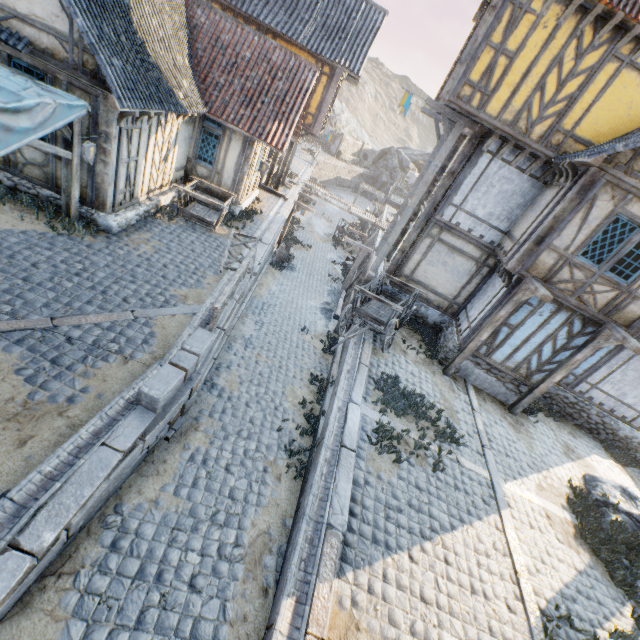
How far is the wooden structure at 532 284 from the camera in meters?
8.5

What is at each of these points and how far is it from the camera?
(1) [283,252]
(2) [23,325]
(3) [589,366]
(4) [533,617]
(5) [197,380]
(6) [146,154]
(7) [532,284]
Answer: (1) barrel, 19.3m
(2) stone blocks, 5.9m
(3) building, 11.7m
(4) stone blocks, 5.7m
(5) stone blocks, 6.7m
(6) building, 9.9m
(7) wooden structure, 8.8m

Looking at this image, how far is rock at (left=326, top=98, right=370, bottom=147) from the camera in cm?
5125

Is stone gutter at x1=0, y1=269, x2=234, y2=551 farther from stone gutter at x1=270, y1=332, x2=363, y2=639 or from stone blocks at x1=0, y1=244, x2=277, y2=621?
stone gutter at x1=270, y1=332, x2=363, y2=639

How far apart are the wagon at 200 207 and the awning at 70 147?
3.20m

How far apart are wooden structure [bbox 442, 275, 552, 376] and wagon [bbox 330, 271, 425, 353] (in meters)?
1.97

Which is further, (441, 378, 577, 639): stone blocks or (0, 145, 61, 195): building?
(0, 145, 61, 195): building

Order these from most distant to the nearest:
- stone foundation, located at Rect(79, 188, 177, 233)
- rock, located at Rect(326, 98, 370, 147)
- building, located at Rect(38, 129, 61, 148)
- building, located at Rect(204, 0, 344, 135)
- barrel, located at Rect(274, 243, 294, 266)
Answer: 1. rock, located at Rect(326, 98, 370, 147)
2. barrel, located at Rect(274, 243, 294, 266)
3. building, located at Rect(204, 0, 344, 135)
4. stone foundation, located at Rect(79, 188, 177, 233)
5. building, located at Rect(38, 129, 61, 148)
